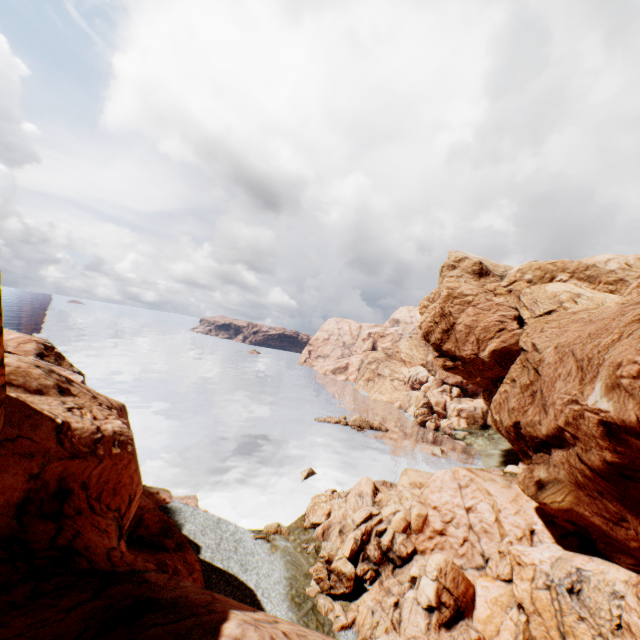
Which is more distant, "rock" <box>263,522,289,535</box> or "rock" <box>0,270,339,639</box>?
"rock" <box>263,522,289,535</box>

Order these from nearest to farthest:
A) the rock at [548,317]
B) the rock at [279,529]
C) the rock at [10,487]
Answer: the rock at [10,487], the rock at [548,317], the rock at [279,529]

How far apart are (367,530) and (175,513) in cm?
1840

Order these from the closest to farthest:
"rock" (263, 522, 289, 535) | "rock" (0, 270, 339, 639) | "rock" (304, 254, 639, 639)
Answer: "rock" (0, 270, 339, 639) < "rock" (304, 254, 639, 639) < "rock" (263, 522, 289, 535)

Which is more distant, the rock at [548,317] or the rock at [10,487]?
the rock at [548,317]

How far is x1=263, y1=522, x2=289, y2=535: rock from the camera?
32.1 meters
